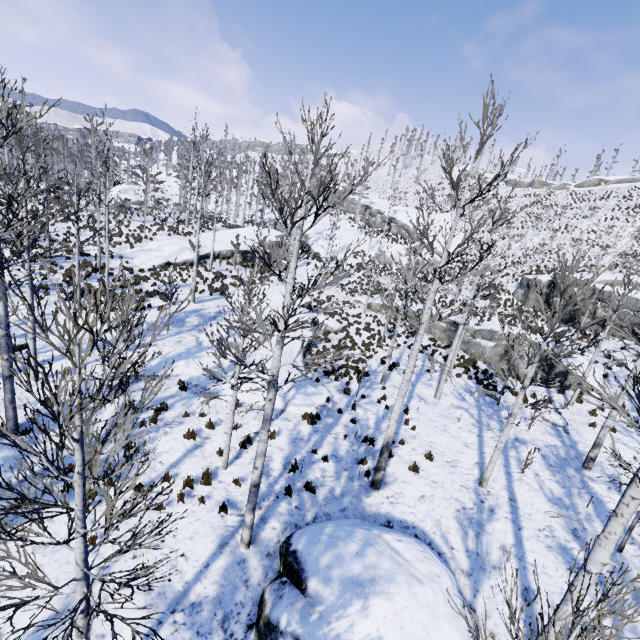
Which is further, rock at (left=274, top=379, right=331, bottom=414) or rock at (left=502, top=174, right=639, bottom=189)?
rock at (left=502, top=174, right=639, bottom=189)

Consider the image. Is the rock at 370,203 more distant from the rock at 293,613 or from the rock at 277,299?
the rock at 293,613

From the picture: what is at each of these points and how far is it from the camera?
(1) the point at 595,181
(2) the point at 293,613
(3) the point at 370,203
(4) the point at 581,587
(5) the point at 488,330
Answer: (1) rock, 47.5m
(2) rock, 6.0m
(3) rock, 58.8m
(4) instancedfoliageactor, 3.9m
(5) rock, 22.1m

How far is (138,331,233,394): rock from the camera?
13.2 meters

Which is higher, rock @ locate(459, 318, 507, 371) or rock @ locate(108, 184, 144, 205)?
rock @ locate(108, 184, 144, 205)

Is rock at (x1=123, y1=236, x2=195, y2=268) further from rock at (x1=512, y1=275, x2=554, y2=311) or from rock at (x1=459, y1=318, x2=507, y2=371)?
rock at (x1=512, y1=275, x2=554, y2=311)

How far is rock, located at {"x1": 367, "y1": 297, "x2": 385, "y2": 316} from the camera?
29.9 meters

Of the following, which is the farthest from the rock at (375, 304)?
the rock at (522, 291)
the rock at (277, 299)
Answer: the rock at (277, 299)
